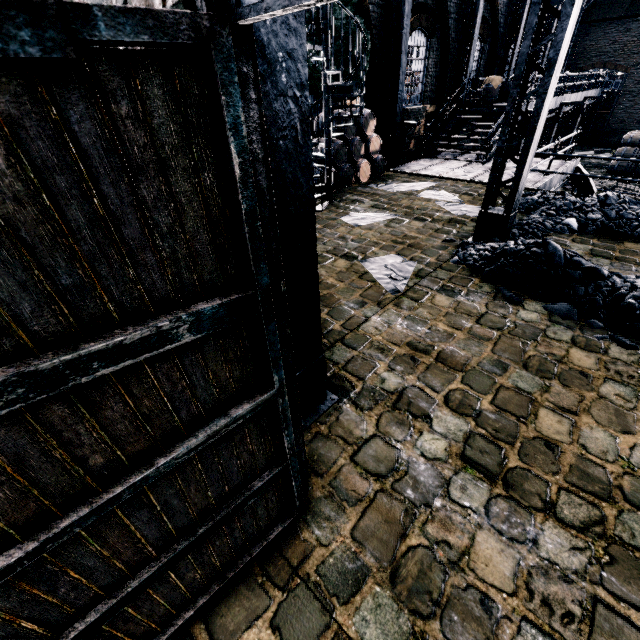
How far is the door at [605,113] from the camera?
25.31m

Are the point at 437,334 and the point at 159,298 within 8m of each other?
yes

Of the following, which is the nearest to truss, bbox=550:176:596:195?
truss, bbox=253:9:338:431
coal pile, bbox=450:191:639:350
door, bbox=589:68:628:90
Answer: coal pile, bbox=450:191:639:350

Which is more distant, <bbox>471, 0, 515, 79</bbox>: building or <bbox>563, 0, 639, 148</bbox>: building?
<bbox>563, 0, 639, 148</bbox>: building

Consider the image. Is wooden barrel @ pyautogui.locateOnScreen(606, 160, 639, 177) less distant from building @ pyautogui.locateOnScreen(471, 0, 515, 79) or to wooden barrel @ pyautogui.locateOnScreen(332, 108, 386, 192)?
building @ pyautogui.locateOnScreen(471, 0, 515, 79)

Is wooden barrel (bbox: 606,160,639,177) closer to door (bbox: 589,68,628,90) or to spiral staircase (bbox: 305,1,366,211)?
door (bbox: 589,68,628,90)

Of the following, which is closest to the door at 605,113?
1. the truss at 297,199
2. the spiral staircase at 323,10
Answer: the spiral staircase at 323,10

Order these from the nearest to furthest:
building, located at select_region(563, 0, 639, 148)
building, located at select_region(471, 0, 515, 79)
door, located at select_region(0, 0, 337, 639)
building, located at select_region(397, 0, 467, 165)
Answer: door, located at select_region(0, 0, 337, 639) < building, located at select_region(397, 0, 467, 165) < building, located at select_region(471, 0, 515, 79) < building, located at select_region(563, 0, 639, 148)
